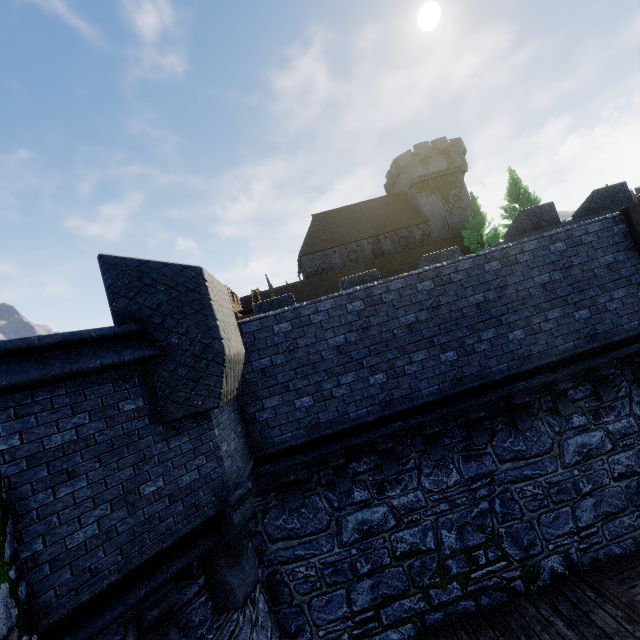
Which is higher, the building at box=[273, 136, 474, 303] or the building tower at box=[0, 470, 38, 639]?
the building at box=[273, 136, 474, 303]

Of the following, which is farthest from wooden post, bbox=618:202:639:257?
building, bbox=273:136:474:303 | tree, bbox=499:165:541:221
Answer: building, bbox=273:136:474:303

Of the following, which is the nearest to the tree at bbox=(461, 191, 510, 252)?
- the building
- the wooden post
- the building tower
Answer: the building

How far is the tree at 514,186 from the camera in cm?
3066

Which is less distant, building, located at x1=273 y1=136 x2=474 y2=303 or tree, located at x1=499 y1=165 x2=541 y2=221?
tree, located at x1=499 y1=165 x2=541 y2=221

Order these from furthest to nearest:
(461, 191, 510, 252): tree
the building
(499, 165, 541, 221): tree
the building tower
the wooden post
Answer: the building < (499, 165, 541, 221): tree < (461, 191, 510, 252): tree < the wooden post < the building tower

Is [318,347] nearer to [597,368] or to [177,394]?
[177,394]
